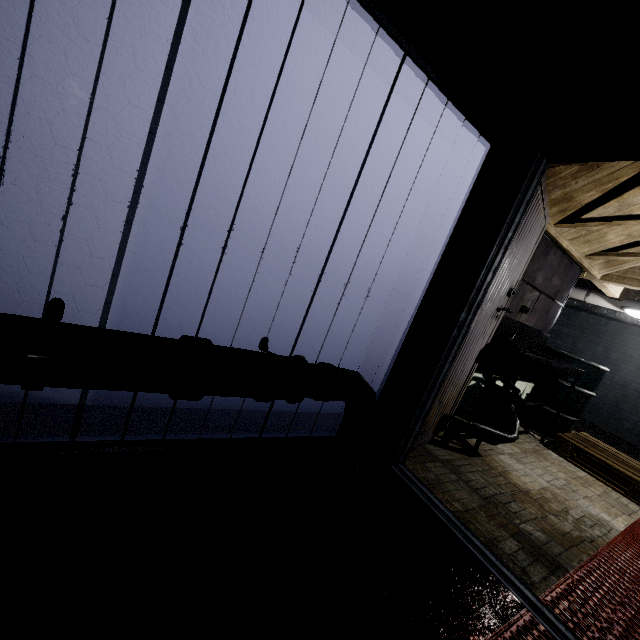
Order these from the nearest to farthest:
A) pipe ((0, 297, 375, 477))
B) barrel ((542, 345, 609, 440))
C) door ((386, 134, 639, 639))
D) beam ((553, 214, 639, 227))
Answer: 1. pipe ((0, 297, 375, 477))
2. door ((386, 134, 639, 639))
3. beam ((553, 214, 639, 227))
4. barrel ((542, 345, 609, 440))

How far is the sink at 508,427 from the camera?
2.6 meters

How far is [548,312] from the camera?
3.6 meters

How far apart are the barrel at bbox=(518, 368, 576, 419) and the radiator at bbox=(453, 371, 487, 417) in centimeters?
112cm

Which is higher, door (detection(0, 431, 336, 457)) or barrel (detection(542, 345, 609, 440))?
barrel (detection(542, 345, 609, 440))

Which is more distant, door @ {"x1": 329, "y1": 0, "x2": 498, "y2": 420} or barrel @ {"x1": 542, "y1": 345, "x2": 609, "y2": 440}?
barrel @ {"x1": 542, "y1": 345, "x2": 609, "y2": 440}

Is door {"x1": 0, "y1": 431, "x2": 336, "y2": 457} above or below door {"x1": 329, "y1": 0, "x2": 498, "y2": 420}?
below

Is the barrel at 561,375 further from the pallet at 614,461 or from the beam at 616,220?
the beam at 616,220
